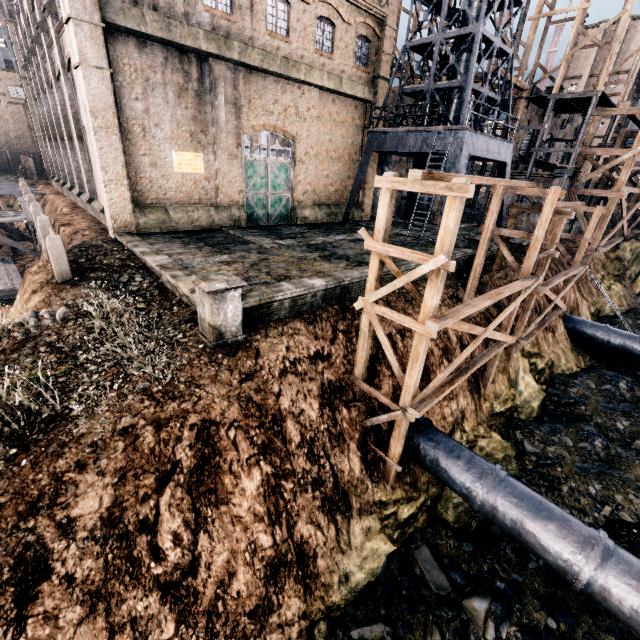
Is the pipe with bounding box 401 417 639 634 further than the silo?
No

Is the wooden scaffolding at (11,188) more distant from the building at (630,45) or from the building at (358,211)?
the building at (630,45)

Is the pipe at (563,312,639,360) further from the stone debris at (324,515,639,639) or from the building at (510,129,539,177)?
the building at (510,129,539,177)

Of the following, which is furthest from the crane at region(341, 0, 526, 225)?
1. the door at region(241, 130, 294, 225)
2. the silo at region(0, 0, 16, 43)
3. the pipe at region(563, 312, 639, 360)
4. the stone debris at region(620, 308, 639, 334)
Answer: the silo at region(0, 0, 16, 43)

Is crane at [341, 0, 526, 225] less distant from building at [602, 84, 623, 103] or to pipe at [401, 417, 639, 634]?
pipe at [401, 417, 639, 634]

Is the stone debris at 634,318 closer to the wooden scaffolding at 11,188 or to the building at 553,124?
the building at 553,124

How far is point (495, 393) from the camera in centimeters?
1780cm

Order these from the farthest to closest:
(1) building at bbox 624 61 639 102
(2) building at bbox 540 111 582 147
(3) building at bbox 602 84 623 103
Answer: (3) building at bbox 602 84 623 103
(1) building at bbox 624 61 639 102
(2) building at bbox 540 111 582 147
